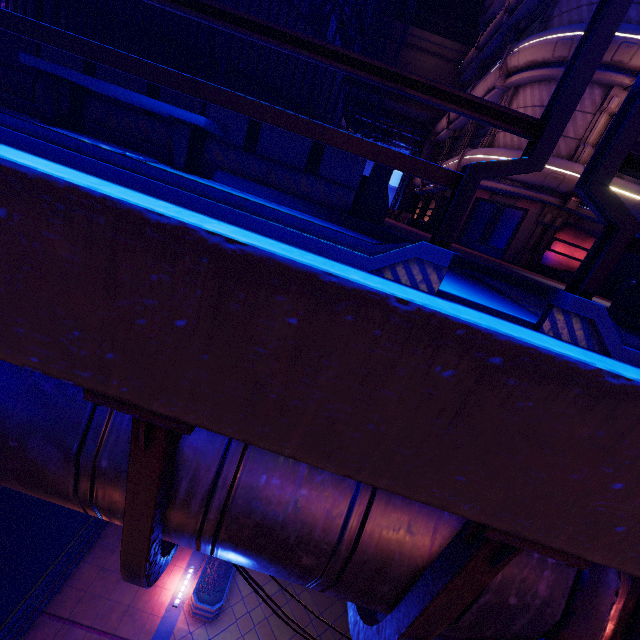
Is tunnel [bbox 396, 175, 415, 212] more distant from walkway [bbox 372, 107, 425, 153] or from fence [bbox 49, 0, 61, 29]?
fence [bbox 49, 0, 61, 29]

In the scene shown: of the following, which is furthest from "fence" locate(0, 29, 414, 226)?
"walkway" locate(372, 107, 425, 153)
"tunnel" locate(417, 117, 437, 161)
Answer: "walkway" locate(372, 107, 425, 153)

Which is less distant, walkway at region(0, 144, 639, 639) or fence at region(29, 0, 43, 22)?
walkway at region(0, 144, 639, 639)

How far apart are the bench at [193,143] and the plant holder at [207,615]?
12.1 meters

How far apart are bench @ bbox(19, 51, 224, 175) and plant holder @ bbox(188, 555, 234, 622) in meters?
12.1

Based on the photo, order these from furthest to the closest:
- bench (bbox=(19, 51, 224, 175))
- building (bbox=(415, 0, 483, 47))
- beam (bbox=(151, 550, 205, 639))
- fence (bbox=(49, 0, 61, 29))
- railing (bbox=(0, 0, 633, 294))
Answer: building (bbox=(415, 0, 483, 47)) → beam (bbox=(151, 550, 205, 639)) → fence (bbox=(49, 0, 61, 29)) → bench (bbox=(19, 51, 224, 175)) → railing (bbox=(0, 0, 633, 294))

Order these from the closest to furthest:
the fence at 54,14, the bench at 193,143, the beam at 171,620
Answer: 1. the bench at 193,143
2. the fence at 54,14
3. the beam at 171,620

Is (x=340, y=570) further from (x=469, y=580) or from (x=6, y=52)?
(x=6, y=52)
